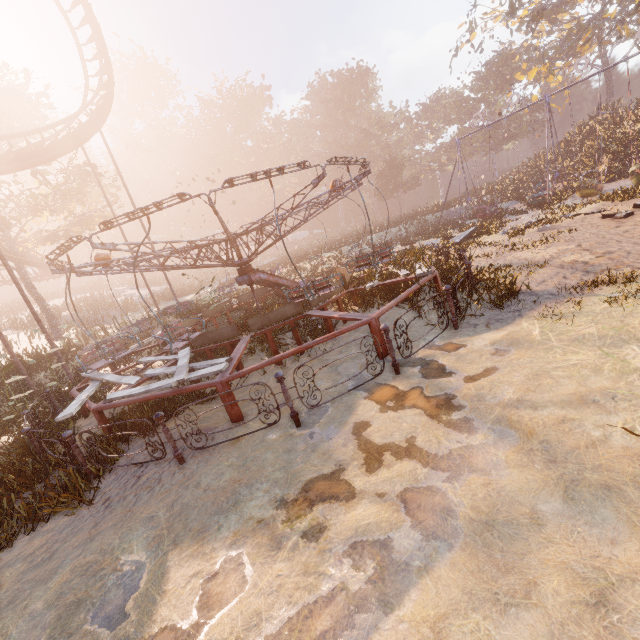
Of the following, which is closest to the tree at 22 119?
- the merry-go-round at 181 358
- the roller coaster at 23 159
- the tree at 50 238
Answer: the tree at 50 238

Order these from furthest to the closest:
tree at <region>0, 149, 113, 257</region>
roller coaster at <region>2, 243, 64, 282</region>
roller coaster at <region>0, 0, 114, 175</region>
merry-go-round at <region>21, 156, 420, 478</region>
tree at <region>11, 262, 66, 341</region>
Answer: tree at <region>11, 262, 66, 341</region>, roller coaster at <region>2, 243, 64, 282</region>, tree at <region>0, 149, 113, 257</region>, roller coaster at <region>0, 0, 114, 175</region>, merry-go-round at <region>21, 156, 420, 478</region>

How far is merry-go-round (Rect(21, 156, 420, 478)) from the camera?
5.6m

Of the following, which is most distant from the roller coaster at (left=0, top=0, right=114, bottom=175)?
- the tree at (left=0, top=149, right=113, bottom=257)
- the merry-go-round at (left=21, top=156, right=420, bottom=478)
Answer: the merry-go-round at (left=21, top=156, right=420, bottom=478)

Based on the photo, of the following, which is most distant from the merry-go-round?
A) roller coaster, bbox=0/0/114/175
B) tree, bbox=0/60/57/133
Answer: tree, bbox=0/60/57/133

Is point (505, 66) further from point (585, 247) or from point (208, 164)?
point (585, 247)

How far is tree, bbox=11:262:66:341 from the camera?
23.98m

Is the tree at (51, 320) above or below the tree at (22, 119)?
below
